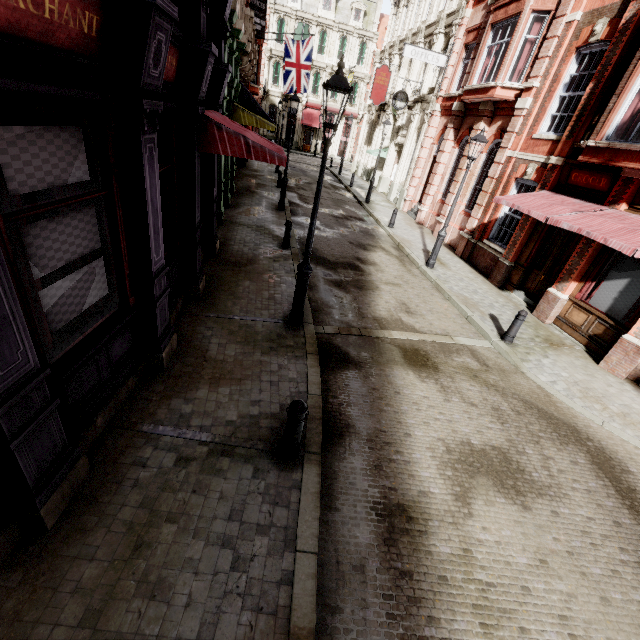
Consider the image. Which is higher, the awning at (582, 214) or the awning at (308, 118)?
the awning at (308, 118)

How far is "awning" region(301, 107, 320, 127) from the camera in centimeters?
4077cm

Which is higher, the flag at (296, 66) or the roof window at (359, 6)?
the roof window at (359, 6)

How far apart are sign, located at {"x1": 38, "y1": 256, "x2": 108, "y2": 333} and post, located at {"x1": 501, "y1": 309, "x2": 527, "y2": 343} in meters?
8.9

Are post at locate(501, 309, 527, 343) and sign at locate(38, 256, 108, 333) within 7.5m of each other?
no

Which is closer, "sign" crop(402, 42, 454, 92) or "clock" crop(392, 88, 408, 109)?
"sign" crop(402, 42, 454, 92)

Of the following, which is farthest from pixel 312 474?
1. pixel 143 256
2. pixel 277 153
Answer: pixel 277 153

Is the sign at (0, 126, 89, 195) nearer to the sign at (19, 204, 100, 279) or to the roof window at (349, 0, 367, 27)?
the sign at (19, 204, 100, 279)
